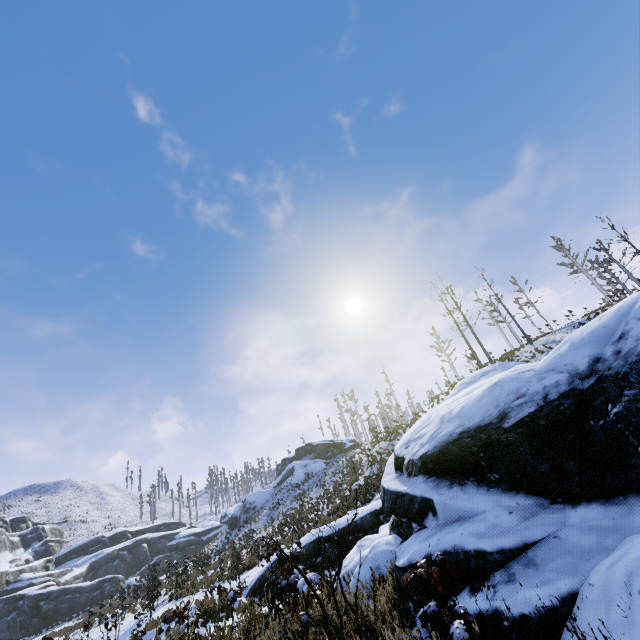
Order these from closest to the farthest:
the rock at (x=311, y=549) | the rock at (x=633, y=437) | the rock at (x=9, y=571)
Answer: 1. the rock at (x=633, y=437)
2. the rock at (x=311, y=549)
3. the rock at (x=9, y=571)

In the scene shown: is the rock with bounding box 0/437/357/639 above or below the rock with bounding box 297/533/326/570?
above

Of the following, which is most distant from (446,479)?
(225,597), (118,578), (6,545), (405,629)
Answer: (6,545)

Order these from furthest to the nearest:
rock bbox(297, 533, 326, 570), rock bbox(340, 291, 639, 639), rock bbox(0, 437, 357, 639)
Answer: rock bbox(0, 437, 357, 639) < rock bbox(297, 533, 326, 570) < rock bbox(340, 291, 639, 639)

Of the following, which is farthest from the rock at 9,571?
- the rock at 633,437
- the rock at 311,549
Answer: the rock at 633,437

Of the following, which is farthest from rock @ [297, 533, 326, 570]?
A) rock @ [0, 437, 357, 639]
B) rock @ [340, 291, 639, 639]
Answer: rock @ [0, 437, 357, 639]
